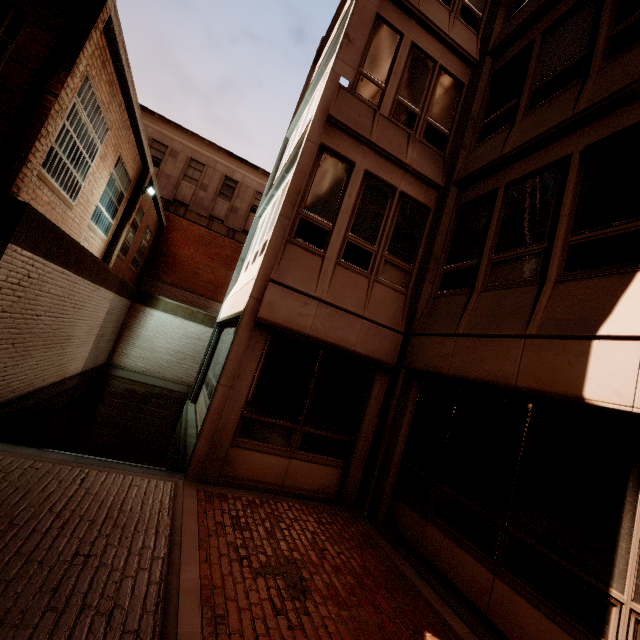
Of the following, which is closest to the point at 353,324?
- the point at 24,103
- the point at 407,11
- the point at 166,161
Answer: the point at 24,103
